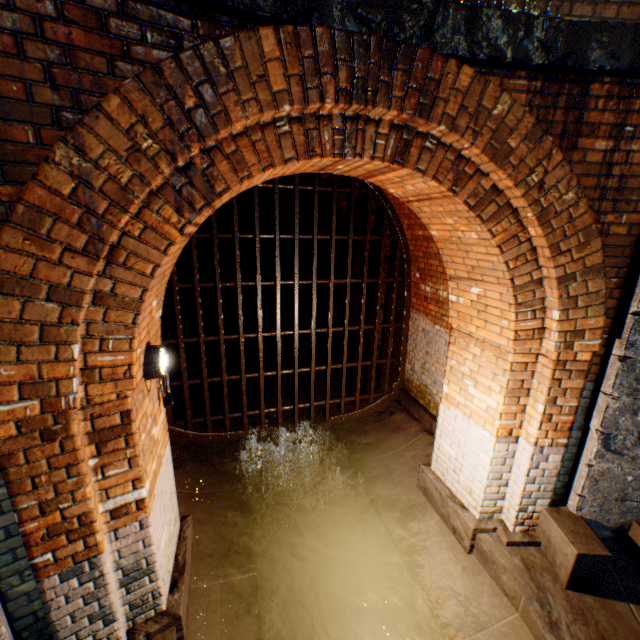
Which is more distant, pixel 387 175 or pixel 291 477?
pixel 291 477

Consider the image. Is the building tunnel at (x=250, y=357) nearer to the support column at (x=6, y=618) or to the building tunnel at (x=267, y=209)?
the support column at (x=6, y=618)

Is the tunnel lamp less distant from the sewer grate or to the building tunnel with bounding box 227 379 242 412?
A: the building tunnel with bounding box 227 379 242 412

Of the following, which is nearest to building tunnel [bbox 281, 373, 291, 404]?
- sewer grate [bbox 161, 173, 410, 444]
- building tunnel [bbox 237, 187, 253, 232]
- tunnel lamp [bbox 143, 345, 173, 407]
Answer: sewer grate [bbox 161, 173, 410, 444]

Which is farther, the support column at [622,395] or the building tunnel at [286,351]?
the building tunnel at [286,351]

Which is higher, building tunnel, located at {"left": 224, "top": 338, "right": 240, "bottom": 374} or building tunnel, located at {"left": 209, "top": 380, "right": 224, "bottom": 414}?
building tunnel, located at {"left": 209, "top": 380, "right": 224, "bottom": 414}

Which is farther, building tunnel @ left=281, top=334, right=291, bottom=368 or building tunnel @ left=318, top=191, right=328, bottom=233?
building tunnel @ left=281, top=334, right=291, bottom=368

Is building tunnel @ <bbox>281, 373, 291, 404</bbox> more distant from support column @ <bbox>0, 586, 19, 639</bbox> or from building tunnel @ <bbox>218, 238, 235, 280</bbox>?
building tunnel @ <bbox>218, 238, 235, 280</bbox>
